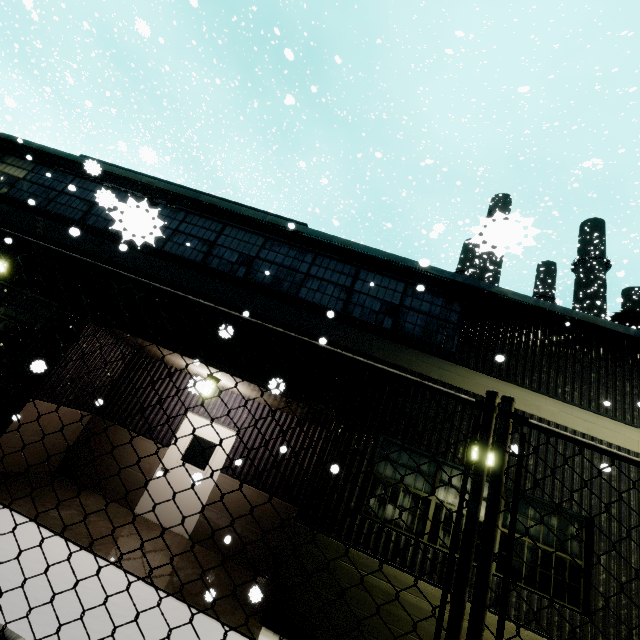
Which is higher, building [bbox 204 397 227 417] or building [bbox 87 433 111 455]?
Answer: building [bbox 204 397 227 417]

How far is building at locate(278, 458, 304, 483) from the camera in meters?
7.8 m

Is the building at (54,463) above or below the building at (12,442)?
below

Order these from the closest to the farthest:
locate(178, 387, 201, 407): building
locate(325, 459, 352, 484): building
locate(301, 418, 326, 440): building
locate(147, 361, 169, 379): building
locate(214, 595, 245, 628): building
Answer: locate(178, 387, 201, 407): building → locate(214, 595, 245, 628): building → locate(325, 459, 352, 484): building → locate(301, 418, 326, 440): building → locate(147, 361, 169, 379): building

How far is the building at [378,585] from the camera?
5.3 meters

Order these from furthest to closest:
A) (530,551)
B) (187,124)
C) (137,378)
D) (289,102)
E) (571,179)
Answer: (187,124) → (571,179) → (137,378) → (530,551) → (289,102)

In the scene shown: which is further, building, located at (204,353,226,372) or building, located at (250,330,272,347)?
building, located at (250,330,272,347)
